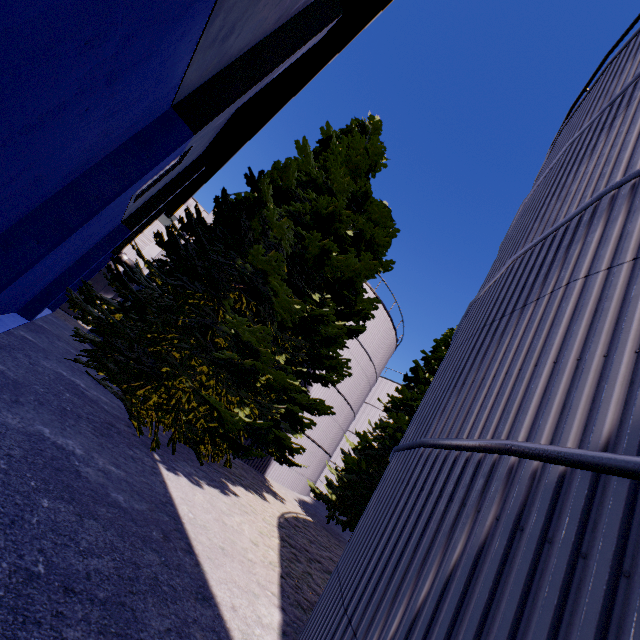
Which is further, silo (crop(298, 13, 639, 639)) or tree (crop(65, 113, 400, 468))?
tree (crop(65, 113, 400, 468))

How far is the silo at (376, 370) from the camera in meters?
17.6

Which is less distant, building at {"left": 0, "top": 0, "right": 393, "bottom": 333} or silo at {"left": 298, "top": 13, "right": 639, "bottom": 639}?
silo at {"left": 298, "top": 13, "right": 639, "bottom": 639}

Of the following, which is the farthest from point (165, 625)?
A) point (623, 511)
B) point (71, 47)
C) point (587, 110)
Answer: point (587, 110)

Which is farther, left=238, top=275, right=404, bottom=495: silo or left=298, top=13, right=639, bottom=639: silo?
left=238, top=275, right=404, bottom=495: silo

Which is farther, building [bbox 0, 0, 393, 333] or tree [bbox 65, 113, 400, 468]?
tree [bbox 65, 113, 400, 468]

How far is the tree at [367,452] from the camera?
13.79m
